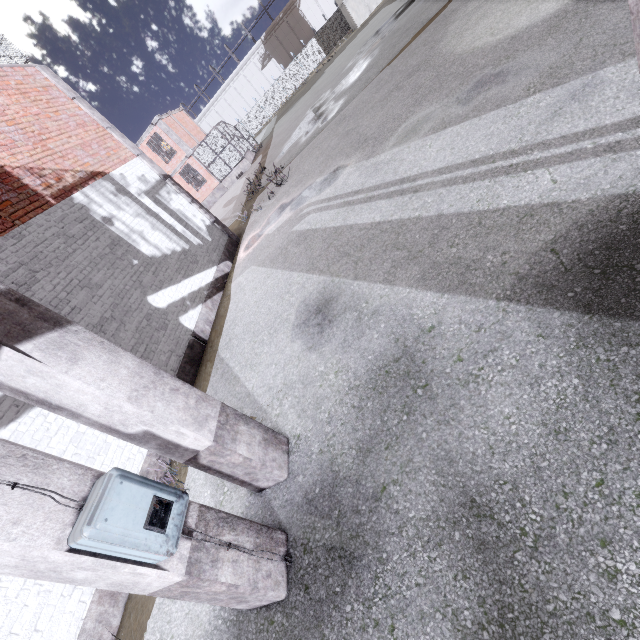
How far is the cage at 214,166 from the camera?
26.0 meters

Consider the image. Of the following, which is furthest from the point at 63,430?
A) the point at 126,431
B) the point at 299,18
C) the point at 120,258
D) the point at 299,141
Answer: the point at 299,18

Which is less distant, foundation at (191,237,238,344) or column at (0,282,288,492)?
column at (0,282,288,492)

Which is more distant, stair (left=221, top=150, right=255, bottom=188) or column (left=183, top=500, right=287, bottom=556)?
stair (left=221, top=150, right=255, bottom=188)

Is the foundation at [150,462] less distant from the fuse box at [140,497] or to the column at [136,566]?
the column at [136,566]

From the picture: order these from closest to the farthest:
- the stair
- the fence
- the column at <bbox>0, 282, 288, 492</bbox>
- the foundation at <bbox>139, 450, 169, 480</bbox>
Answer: the column at <bbox>0, 282, 288, 492</bbox>
the foundation at <bbox>139, 450, 169, 480</bbox>
the stair
the fence

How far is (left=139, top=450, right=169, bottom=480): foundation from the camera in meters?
5.2

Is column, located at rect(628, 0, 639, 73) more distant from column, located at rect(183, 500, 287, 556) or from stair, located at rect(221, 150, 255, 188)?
stair, located at rect(221, 150, 255, 188)
